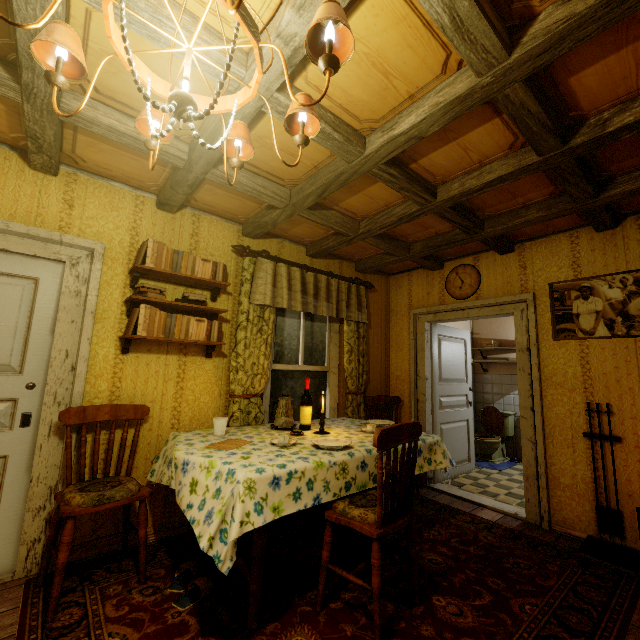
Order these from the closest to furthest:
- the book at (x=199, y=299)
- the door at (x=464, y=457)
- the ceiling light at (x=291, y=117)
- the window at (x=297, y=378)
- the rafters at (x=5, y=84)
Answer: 1. the ceiling light at (x=291, y=117)
2. the rafters at (x=5, y=84)
3. the book at (x=199, y=299)
4. the window at (x=297, y=378)
5. the door at (x=464, y=457)

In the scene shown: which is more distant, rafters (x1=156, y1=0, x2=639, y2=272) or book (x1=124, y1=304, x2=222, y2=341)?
book (x1=124, y1=304, x2=222, y2=341)

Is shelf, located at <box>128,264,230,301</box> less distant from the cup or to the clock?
the cup

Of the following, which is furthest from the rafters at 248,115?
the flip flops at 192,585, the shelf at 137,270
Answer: the flip flops at 192,585

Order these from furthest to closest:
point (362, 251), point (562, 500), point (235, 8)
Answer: point (362, 251) < point (562, 500) < point (235, 8)

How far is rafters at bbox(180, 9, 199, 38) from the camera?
1.4m

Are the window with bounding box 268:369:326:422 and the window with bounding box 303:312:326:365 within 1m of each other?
yes

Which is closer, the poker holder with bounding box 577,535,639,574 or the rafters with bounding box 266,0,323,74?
the rafters with bounding box 266,0,323,74
